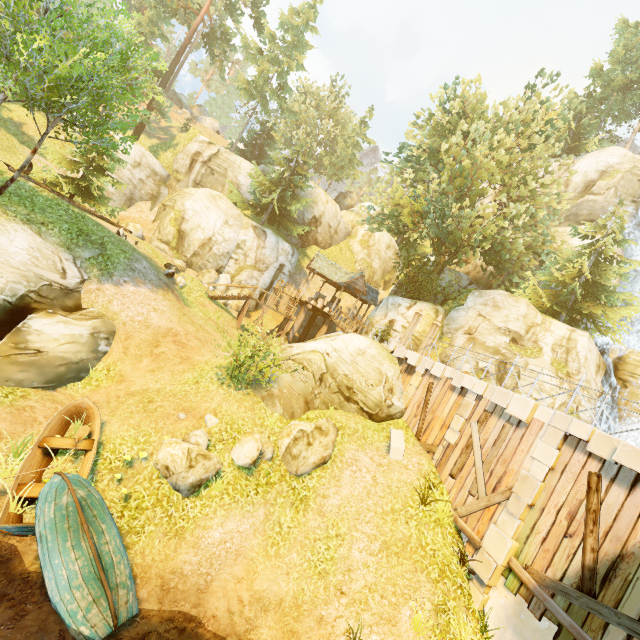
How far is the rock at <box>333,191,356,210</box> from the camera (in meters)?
57.88

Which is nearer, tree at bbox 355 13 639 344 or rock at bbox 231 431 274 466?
rock at bbox 231 431 274 466

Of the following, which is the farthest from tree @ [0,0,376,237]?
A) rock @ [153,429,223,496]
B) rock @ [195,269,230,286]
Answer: rock @ [153,429,223,496]

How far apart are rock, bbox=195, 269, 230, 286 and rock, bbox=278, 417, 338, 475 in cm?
1741

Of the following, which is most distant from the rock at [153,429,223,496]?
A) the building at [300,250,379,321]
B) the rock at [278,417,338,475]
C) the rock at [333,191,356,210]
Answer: the rock at [333,191,356,210]

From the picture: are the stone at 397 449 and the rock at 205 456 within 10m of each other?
yes

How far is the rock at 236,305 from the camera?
25.63m

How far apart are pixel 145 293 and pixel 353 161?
37.4 meters
